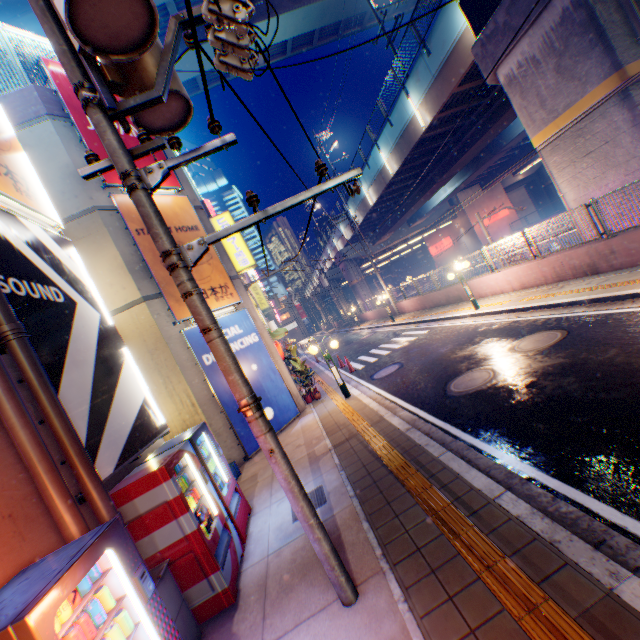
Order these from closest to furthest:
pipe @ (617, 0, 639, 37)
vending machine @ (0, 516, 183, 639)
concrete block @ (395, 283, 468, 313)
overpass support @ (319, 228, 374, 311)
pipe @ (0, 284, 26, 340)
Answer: vending machine @ (0, 516, 183, 639)
pipe @ (0, 284, 26, 340)
pipe @ (617, 0, 639, 37)
concrete block @ (395, 283, 468, 313)
overpass support @ (319, 228, 374, 311)

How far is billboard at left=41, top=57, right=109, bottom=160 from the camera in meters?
9.7

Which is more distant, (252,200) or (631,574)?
A: (252,200)

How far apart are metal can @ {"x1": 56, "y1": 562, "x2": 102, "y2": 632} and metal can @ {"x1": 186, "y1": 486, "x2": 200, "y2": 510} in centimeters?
162cm

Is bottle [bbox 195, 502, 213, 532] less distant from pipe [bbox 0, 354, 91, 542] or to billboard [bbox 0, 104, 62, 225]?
pipe [bbox 0, 354, 91, 542]

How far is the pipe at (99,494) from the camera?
3.68m

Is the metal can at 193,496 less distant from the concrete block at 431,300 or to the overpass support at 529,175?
the concrete block at 431,300

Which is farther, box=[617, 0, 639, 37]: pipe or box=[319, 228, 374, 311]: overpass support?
box=[319, 228, 374, 311]: overpass support
